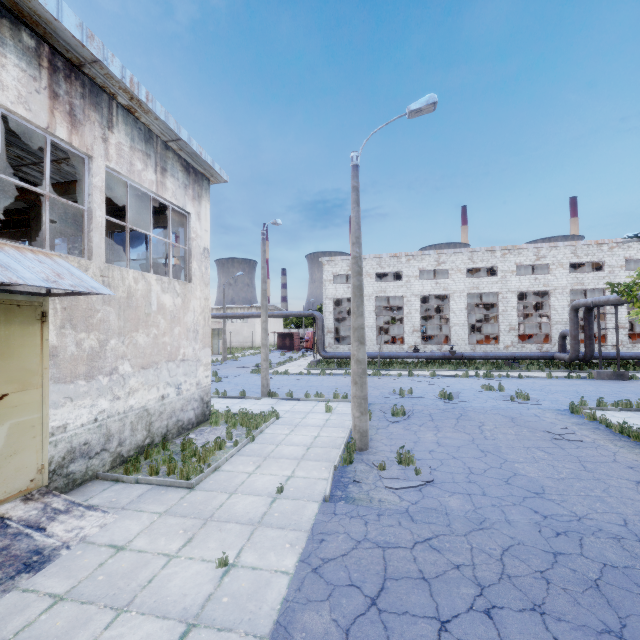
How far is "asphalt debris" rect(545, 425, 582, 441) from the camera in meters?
10.0 m

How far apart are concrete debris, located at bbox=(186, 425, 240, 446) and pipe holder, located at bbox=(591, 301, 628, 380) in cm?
2232

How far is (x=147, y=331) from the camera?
9.7m

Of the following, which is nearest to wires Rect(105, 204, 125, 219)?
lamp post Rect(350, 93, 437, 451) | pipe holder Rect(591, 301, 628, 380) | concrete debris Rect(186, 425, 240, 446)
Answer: lamp post Rect(350, 93, 437, 451)

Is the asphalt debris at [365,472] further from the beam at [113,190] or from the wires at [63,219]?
the wires at [63,219]

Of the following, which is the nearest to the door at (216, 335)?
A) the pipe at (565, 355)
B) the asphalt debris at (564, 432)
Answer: the pipe at (565, 355)

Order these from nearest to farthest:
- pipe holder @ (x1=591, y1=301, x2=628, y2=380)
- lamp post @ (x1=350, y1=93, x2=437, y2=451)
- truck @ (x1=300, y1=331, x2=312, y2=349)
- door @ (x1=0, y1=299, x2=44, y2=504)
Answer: door @ (x1=0, y1=299, x2=44, y2=504) < lamp post @ (x1=350, y1=93, x2=437, y2=451) < pipe holder @ (x1=591, y1=301, x2=628, y2=380) < truck @ (x1=300, y1=331, x2=312, y2=349)

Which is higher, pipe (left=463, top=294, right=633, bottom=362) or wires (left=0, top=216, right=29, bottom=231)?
wires (left=0, top=216, right=29, bottom=231)
